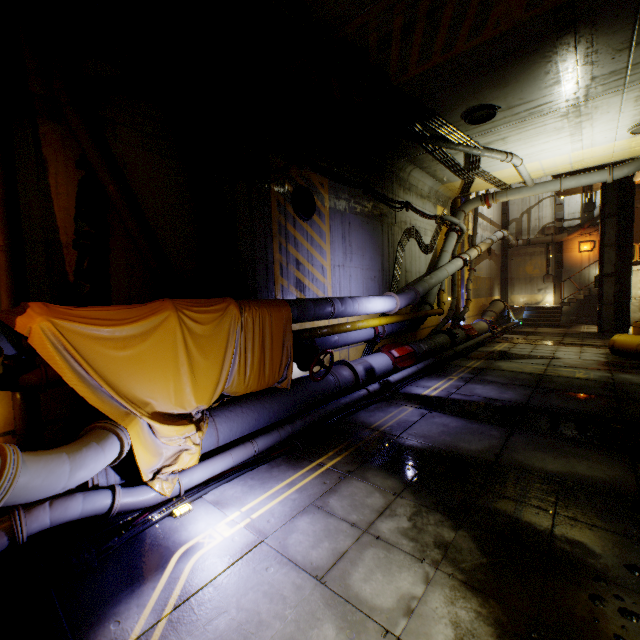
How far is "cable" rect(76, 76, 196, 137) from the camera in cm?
447

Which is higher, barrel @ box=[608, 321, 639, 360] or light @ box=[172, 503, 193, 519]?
barrel @ box=[608, 321, 639, 360]

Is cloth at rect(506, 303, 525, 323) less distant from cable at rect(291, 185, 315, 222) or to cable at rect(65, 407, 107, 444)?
cable at rect(291, 185, 315, 222)

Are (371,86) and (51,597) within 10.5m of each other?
yes

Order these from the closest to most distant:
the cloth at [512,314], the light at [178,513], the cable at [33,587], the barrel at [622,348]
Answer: the cable at [33,587], the light at [178,513], the barrel at [622,348], the cloth at [512,314]

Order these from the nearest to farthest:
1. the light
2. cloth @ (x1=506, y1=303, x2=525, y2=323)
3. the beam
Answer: the light
the beam
cloth @ (x1=506, y1=303, x2=525, y2=323)

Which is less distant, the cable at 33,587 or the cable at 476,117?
the cable at 33,587

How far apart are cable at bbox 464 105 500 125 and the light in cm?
1042
